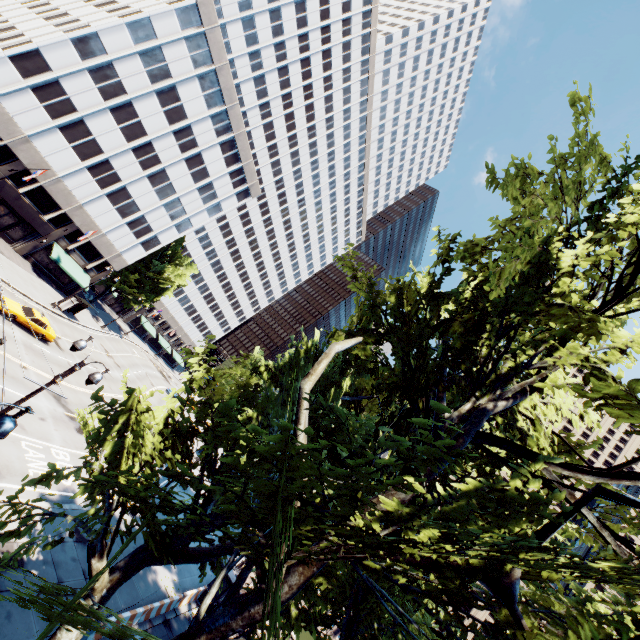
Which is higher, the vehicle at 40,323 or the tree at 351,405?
the tree at 351,405

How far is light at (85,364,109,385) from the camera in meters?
11.4 m

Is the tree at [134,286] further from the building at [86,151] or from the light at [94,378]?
the light at [94,378]

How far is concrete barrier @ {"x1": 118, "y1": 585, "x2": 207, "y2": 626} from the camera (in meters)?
15.35

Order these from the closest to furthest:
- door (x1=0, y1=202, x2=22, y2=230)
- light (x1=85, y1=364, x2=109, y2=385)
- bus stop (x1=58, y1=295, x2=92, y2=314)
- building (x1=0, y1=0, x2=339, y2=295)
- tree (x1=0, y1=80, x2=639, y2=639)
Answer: tree (x1=0, y1=80, x2=639, y2=639) → light (x1=85, y1=364, x2=109, y2=385) → building (x1=0, y1=0, x2=339, y2=295) → door (x1=0, y1=202, x2=22, y2=230) → bus stop (x1=58, y1=295, x2=92, y2=314)

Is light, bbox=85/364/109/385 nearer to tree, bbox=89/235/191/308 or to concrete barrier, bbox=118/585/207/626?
tree, bbox=89/235/191/308

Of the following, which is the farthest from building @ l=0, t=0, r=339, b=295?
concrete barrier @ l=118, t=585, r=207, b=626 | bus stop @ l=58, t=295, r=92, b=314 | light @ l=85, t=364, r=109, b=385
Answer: concrete barrier @ l=118, t=585, r=207, b=626

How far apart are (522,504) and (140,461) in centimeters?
811cm
